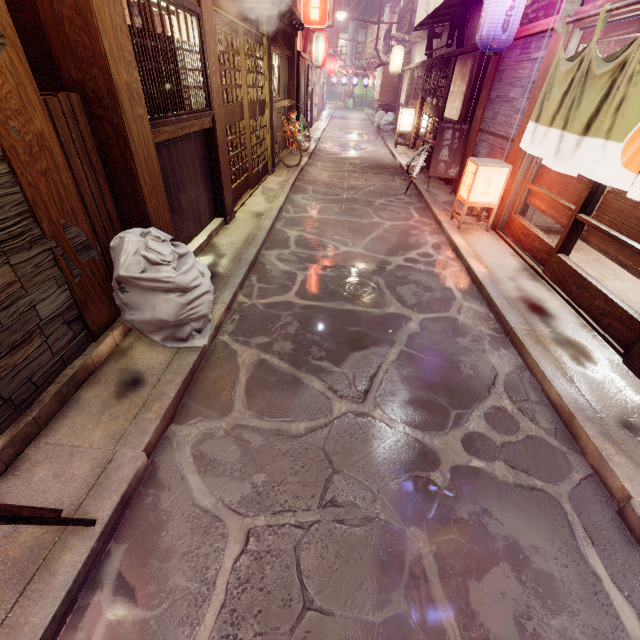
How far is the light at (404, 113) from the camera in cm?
2338

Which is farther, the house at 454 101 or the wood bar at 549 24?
the house at 454 101

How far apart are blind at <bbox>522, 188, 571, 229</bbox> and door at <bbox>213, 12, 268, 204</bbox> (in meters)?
9.42

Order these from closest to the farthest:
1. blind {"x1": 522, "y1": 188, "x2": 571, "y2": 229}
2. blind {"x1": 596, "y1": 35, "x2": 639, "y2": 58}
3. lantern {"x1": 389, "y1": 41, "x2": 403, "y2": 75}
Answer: blind {"x1": 596, "y1": 35, "x2": 639, "y2": 58}
blind {"x1": 522, "y1": 188, "x2": 571, "y2": 229}
lantern {"x1": 389, "y1": 41, "x2": 403, "y2": 75}

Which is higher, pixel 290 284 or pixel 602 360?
pixel 602 360

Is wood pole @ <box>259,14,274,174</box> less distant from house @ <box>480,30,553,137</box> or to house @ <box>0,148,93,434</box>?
house @ <box>480,30,553,137</box>

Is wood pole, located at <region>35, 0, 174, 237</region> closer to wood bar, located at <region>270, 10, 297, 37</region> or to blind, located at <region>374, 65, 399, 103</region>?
wood bar, located at <region>270, 10, 297, 37</region>

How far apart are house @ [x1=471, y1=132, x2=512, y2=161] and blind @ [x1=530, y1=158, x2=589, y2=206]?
1.04m
